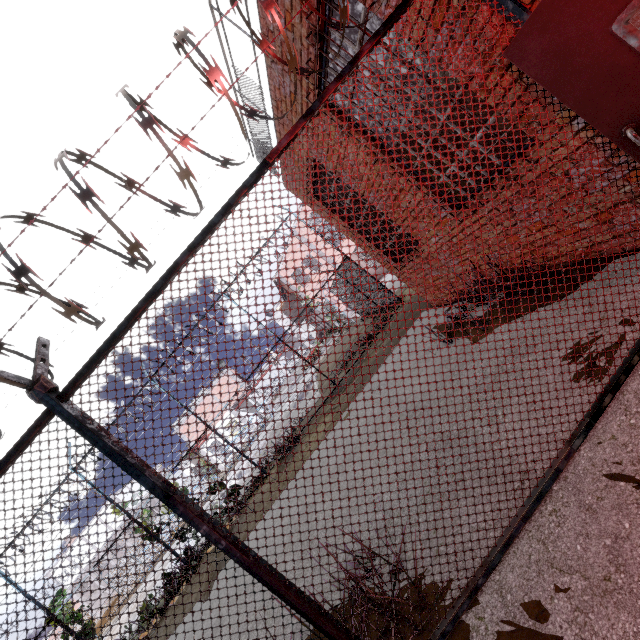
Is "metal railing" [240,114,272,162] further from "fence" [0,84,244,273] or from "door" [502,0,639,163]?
"door" [502,0,639,163]

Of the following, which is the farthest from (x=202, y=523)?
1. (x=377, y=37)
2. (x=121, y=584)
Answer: (x=121, y=584)

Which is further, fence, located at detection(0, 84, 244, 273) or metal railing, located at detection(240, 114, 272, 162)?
metal railing, located at detection(240, 114, 272, 162)

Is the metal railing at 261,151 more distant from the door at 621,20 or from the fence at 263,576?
the door at 621,20

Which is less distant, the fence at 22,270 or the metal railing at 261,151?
the fence at 22,270

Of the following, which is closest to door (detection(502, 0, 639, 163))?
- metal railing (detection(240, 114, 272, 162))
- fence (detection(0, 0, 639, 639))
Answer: fence (detection(0, 0, 639, 639))

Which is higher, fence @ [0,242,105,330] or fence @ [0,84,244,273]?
fence @ [0,84,244,273]
